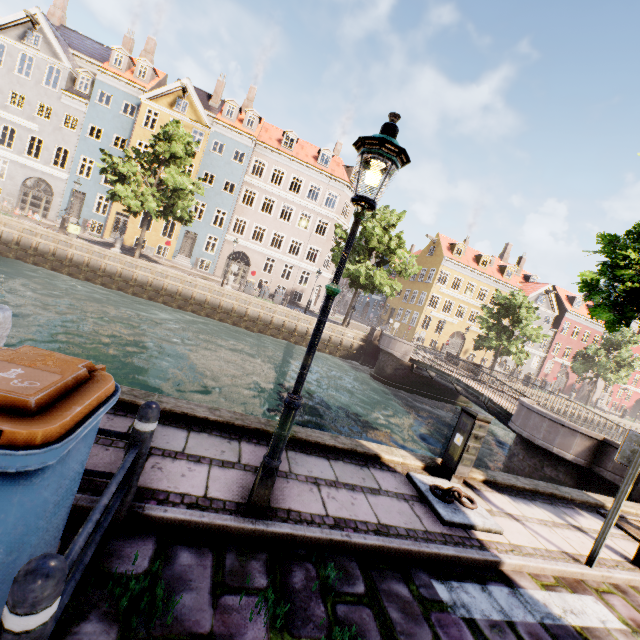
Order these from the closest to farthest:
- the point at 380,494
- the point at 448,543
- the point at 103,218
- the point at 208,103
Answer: the point at 448,543
the point at 380,494
the point at 103,218
the point at 208,103

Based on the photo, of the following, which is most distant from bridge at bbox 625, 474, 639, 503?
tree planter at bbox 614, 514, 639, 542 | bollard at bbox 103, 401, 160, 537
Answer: bollard at bbox 103, 401, 160, 537

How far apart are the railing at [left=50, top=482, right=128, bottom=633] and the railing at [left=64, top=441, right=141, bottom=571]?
0.32m

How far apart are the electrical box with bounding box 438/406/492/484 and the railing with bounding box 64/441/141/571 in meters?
4.7

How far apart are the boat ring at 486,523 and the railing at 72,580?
3.8m

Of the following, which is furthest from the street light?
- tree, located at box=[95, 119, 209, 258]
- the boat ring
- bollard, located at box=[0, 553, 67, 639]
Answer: the boat ring

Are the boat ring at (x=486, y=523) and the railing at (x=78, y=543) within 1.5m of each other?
no

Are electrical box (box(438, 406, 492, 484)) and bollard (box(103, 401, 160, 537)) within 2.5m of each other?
no
